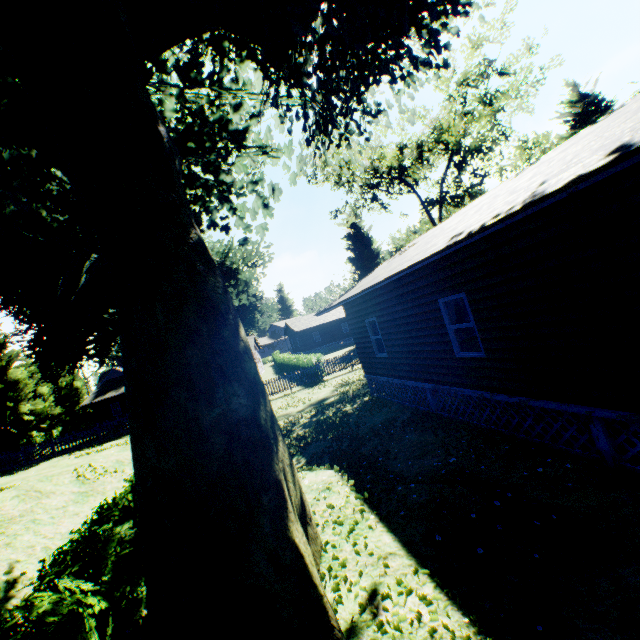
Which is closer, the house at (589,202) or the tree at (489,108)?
the house at (589,202)

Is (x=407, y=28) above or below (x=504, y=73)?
below

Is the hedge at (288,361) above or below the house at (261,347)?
below

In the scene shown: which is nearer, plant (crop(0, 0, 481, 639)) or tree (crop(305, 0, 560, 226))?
plant (crop(0, 0, 481, 639))

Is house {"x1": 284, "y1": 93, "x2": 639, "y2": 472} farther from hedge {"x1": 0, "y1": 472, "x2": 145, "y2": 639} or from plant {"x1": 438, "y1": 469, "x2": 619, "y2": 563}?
hedge {"x1": 0, "y1": 472, "x2": 145, "y2": 639}

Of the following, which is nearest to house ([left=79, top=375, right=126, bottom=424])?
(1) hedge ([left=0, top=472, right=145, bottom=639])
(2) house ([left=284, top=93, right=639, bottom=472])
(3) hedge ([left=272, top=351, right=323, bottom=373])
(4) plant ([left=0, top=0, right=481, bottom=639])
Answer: (3) hedge ([left=272, top=351, right=323, bottom=373])

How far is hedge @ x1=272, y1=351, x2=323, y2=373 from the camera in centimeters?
2431cm

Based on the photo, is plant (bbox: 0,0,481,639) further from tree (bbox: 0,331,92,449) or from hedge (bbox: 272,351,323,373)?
hedge (bbox: 272,351,323,373)
